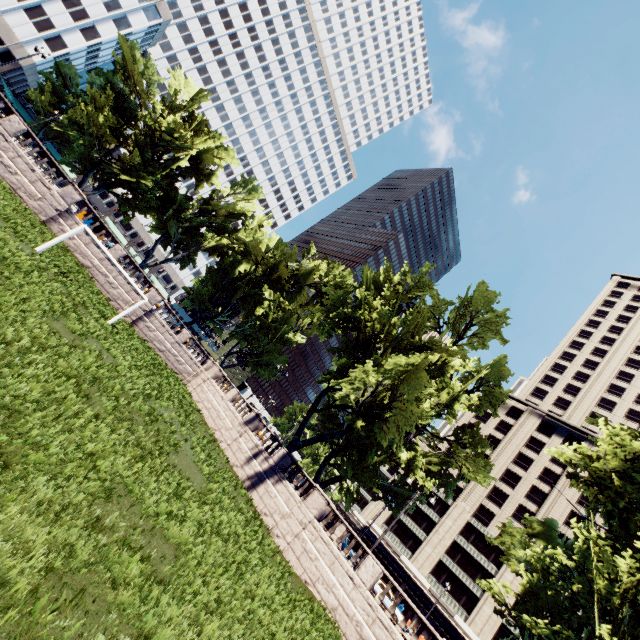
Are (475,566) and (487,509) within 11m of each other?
yes

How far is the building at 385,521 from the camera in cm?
5650

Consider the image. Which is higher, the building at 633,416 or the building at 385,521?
the building at 633,416

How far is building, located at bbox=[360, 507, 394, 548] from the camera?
56.50m

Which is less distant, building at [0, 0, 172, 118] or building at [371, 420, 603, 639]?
building at [371, 420, 603, 639]

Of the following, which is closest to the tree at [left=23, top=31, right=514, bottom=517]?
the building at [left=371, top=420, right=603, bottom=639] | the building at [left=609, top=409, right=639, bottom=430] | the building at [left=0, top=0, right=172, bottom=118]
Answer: the building at [left=0, top=0, right=172, bottom=118]

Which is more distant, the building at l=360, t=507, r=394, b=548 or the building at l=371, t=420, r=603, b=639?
the building at l=360, t=507, r=394, b=548

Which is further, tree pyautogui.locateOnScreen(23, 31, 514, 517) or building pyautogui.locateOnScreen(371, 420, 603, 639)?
building pyautogui.locateOnScreen(371, 420, 603, 639)
